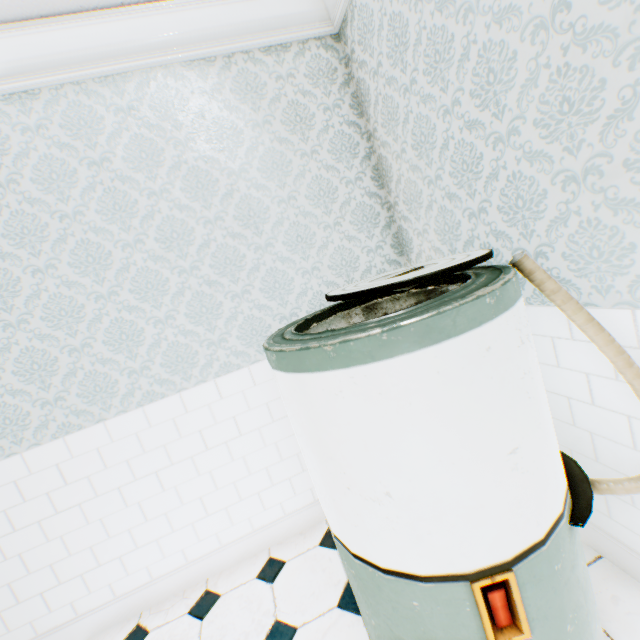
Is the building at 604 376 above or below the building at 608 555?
above

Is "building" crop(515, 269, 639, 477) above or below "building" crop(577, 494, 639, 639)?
above

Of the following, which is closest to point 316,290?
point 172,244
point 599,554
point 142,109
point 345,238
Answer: point 345,238

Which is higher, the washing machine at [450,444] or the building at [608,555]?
the washing machine at [450,444]

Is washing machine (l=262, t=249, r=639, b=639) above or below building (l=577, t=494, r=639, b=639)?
above
